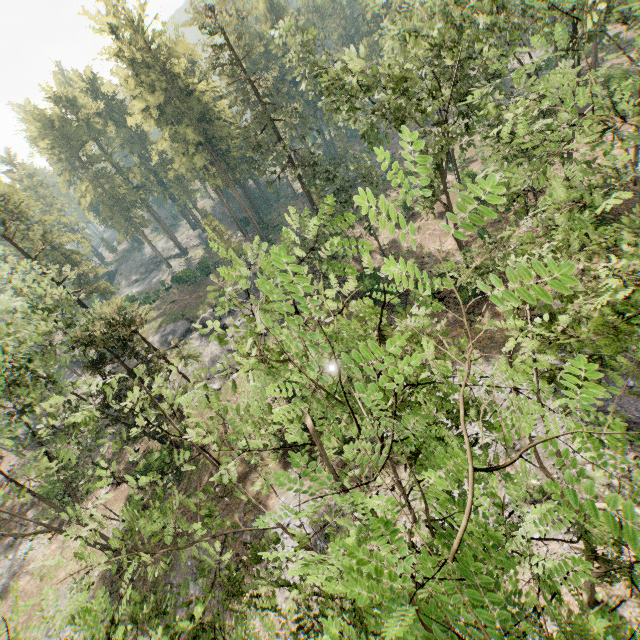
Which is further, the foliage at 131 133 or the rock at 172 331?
the foliage at 131 133

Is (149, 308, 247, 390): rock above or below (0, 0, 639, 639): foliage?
below

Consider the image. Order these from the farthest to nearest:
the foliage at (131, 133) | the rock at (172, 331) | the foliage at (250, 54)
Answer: the foliage at (131, 133)
the rock at (172, 331)
the foliage at (250, 54)

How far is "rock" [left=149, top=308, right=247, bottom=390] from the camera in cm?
3572

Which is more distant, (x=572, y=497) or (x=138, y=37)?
(x=138, y=37)

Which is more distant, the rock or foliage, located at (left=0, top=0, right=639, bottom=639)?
the rock

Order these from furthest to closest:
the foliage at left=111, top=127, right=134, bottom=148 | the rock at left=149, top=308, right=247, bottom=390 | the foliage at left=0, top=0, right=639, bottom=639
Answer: the foliage at left=111, top=127, right=134, bottom=148 → the rock at left=149, top=308, right=247, bottom=390 → the foliage at left=0, top=0, right=639, bottom=639
